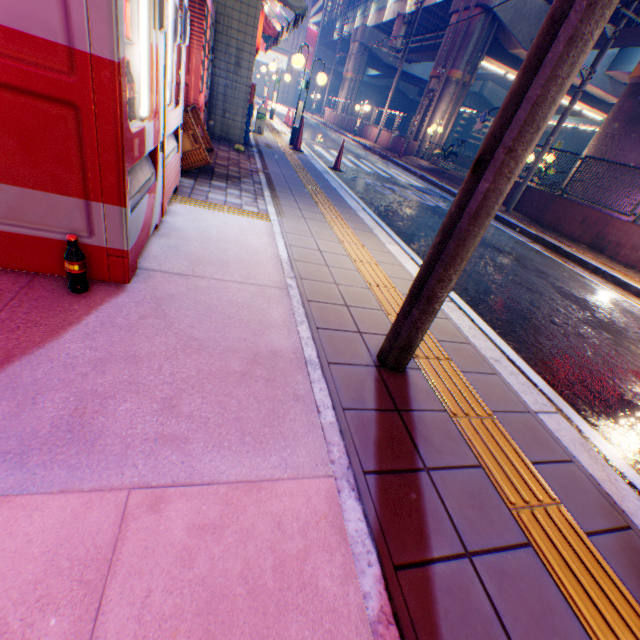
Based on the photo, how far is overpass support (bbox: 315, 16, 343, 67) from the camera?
45.6m

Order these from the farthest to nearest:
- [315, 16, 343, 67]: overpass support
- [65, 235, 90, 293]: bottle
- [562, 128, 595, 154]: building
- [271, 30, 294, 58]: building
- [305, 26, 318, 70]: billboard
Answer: [562, 128, 595, 154]: building, [315, 16, 343, 67]: overpass support, [305, 26, 318, 70]: billboard, [271, 30, 294, 58]: building, [65, 235, 90, 293]: bottle

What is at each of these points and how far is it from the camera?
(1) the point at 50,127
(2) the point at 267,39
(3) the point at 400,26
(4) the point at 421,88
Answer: (1) vending machine, 1.44m
(2) awning, 12.58m
(3) electric pole, 20.09m
(4) overpass support, 39.03m

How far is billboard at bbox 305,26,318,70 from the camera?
42.6m

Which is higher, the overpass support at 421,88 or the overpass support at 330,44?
the overpass support at 330,44

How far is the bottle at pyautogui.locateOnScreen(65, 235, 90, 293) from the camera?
1.68m

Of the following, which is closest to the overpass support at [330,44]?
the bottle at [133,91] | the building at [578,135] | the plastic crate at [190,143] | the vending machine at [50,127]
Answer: the building at [578,135]

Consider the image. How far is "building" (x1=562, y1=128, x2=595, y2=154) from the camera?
51.22m
